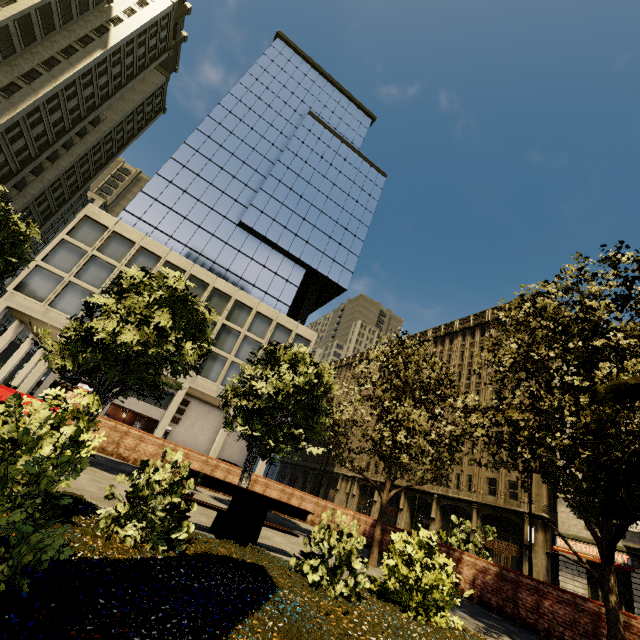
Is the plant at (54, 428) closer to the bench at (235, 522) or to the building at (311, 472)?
the bench at (235, 522)

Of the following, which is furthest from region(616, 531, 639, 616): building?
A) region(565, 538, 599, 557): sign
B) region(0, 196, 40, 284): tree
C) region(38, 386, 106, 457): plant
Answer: region(38, 386, 106, 457): plant

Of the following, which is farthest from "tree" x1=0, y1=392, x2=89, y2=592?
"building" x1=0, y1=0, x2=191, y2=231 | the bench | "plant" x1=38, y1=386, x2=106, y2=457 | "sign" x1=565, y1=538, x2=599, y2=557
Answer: "sign" x1=565, y1=538, x2=599, y2=557

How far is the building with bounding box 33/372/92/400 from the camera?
27.6m

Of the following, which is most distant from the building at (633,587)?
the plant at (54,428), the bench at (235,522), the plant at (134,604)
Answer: the plant at (54,428)

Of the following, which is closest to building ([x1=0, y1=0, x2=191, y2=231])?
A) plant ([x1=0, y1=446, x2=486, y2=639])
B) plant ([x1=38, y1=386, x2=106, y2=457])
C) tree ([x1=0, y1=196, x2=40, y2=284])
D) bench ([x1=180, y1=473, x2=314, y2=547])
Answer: tree ([x1=0, y1=196, x2=40, y2=284])

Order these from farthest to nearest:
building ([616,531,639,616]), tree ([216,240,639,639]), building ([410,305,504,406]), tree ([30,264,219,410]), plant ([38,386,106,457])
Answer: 1. building ([410,305,504,406])
2. building ([616,531,639,616])
3. tree ([30,264,219,410])
4. tree ([216,240,639,639])
5. plant ([38,386,106,457])

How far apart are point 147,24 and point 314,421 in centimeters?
6055cm
